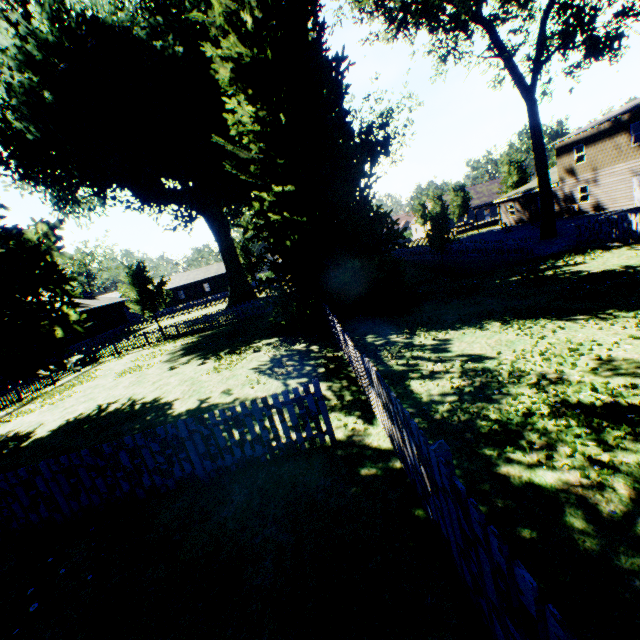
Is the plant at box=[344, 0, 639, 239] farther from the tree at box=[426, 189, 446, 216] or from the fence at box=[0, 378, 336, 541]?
the tree at box=[426, 189, 446, 216]

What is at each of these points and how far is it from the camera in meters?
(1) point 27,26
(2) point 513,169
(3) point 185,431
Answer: (1) plant, 25.3 m
(2) tree, 46.9 m
(3) fence, 5.7 m

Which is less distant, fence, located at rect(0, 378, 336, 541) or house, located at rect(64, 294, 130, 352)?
fence, located at rect(0, 378, 336, 541)

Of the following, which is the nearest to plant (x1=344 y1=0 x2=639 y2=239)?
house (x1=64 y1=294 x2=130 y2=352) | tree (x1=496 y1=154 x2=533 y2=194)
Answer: house (x1=64 y1=294 x2=130 y2=352)

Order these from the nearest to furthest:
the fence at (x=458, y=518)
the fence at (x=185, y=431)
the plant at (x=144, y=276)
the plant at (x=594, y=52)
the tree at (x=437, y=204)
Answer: the fence at (x=458, y=518) < the fence at (x=185, y=431) < the plant at (x=594, y=52) < the plant at (x=144, y=276) < the tree at (x=437, y=204)

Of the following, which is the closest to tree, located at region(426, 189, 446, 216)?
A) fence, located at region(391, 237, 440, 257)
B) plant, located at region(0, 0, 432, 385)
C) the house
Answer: fence, located at region(391, 237, 440, 257)

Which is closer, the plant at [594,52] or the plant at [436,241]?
the plant at [594,52]
